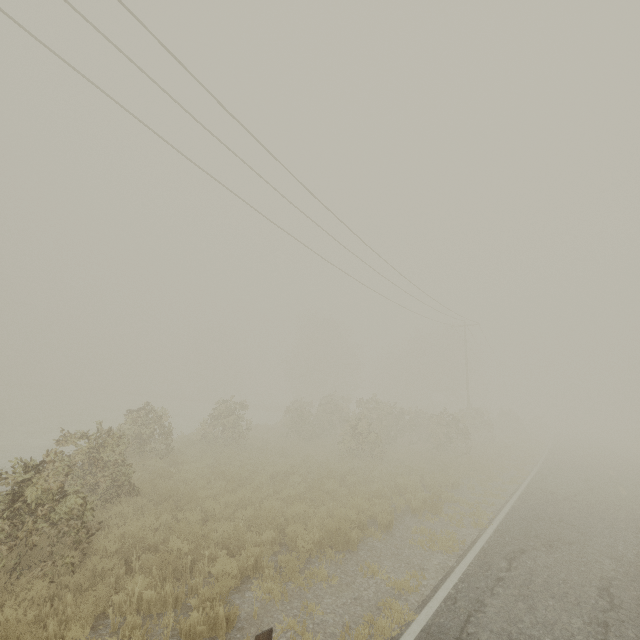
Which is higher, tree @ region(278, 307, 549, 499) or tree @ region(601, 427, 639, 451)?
tree @ region(278, 307, 549, 499)

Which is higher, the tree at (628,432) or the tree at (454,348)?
the tree at (454,348)

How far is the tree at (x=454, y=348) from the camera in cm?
1895

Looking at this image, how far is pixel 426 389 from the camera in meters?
52.2

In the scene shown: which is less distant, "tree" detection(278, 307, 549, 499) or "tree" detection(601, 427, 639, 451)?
"tree" detection(278, 307, 549, 499)

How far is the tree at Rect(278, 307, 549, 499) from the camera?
19.0m
